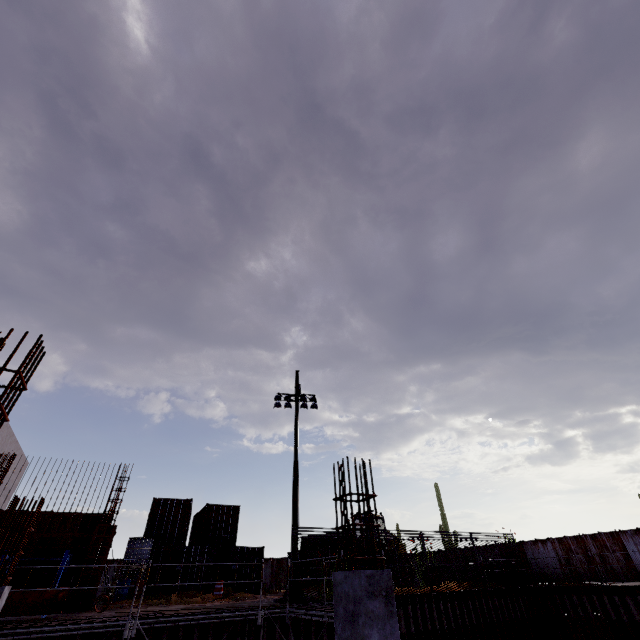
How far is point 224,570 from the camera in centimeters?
2059cm

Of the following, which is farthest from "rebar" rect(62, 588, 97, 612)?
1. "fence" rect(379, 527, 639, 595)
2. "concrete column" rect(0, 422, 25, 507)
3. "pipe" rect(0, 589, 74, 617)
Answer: "fence" rect(379, 527, 639, 595)

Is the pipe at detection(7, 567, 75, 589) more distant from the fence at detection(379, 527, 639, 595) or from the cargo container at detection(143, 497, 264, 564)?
the fence at detection(379, 527, 639, 595)

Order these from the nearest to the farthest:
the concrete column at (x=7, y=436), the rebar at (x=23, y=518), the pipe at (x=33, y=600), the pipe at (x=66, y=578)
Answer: the rebar at (x=23, y=518)
the pipe at (x=33, y=600)
the pipe at (x=66, y=578)
the concrete column at (x=7, y=436)

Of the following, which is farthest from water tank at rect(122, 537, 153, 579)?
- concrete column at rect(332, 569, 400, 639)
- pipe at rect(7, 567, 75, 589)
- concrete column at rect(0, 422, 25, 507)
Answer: concrete column at rect(332, 569, 400, 639)

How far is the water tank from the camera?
16.8 meters

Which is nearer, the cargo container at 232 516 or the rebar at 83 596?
the rebar at 83 596

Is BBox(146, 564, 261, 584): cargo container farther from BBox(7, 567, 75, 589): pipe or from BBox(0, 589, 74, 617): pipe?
BBox(0, 589, 74, 617): pipe
